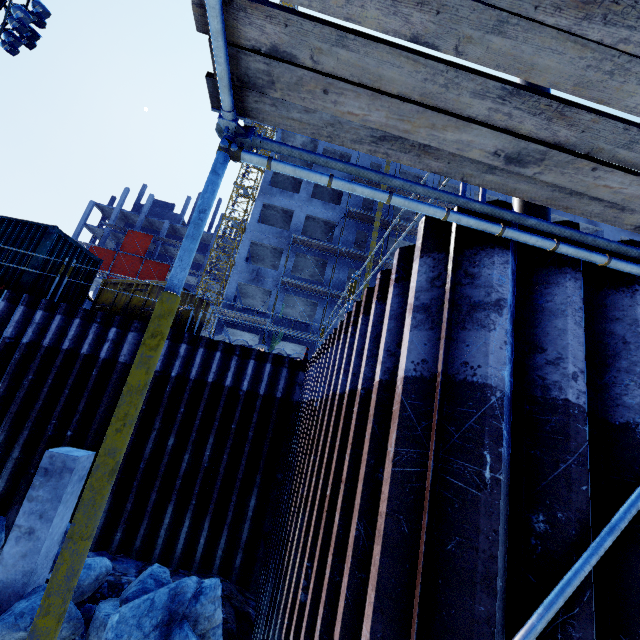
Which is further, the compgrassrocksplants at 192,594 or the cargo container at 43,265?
the cargo container at 43,265

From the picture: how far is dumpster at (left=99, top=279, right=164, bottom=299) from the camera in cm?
1080

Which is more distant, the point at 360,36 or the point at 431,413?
the point at 431,413

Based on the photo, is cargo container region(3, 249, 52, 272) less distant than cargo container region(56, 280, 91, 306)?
Yes

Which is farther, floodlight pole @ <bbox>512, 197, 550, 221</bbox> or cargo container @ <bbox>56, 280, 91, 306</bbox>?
cargo container @ <bbox>56, 280, 91, 306</bbox>

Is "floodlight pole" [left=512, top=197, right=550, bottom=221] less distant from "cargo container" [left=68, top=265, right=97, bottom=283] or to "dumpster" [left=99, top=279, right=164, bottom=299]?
"dumpster" [left=99, top=279, right=164, bottom=299]

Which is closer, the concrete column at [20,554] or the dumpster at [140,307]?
the concrete column at [20,554]

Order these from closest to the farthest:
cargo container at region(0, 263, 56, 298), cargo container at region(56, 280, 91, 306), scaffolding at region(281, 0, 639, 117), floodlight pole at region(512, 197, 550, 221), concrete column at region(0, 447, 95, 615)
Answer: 1. scaffolding at region(281, 0, 639, 117)
2. floodlight pole at region(512, 197, 550, 221)
3. concrete column at region(0, 447, 95, 615)
4. cargo container at region(0, 263, 56, 298)
5. cargo container at region(56, 280, 91, 306)
